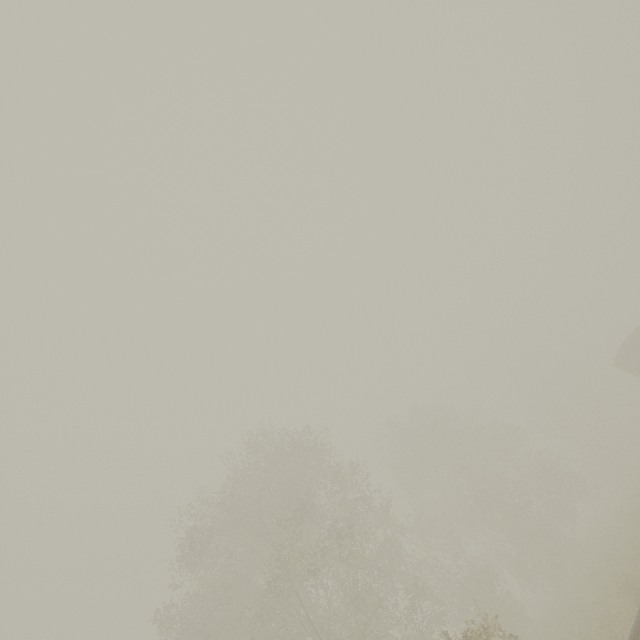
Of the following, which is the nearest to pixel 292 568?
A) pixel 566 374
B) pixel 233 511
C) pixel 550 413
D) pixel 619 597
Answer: pixel 233 511

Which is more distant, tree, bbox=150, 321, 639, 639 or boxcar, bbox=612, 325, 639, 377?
boxcar, bbox=612, 325, 639, 377

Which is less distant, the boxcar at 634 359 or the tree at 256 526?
the tree at 256 526
